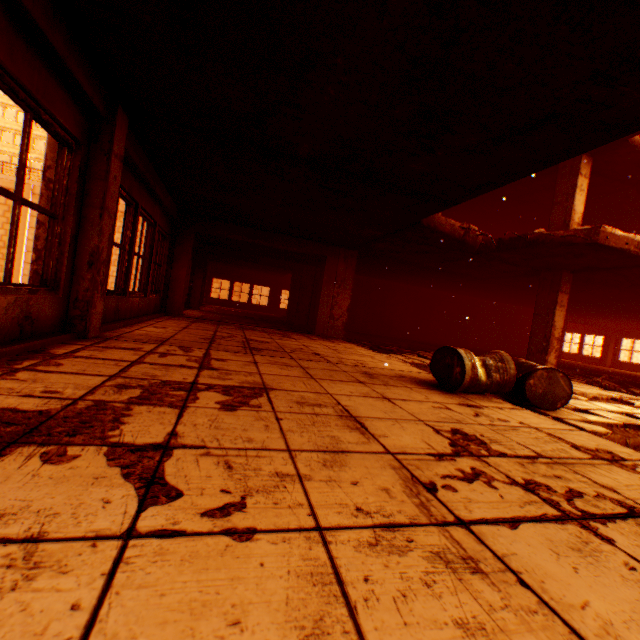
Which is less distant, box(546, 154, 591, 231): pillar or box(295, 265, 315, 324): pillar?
box(546, 154, 591, 231): pillar

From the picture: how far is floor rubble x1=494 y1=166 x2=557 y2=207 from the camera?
9.5 meters

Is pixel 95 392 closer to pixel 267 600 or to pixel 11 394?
pixel 11 394

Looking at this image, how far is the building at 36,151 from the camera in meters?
43.1 m

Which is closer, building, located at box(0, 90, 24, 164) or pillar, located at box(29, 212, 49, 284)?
pillar, located at box(29, 212, 49, 284)

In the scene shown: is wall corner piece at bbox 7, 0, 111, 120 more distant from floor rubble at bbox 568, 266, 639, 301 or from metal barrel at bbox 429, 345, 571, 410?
metal barrel at bbox 429, 345, 571, 410

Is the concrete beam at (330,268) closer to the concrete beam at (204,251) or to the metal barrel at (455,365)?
the concrete beam at (204,251)

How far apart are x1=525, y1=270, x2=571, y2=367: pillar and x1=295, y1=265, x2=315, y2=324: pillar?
8.43m
